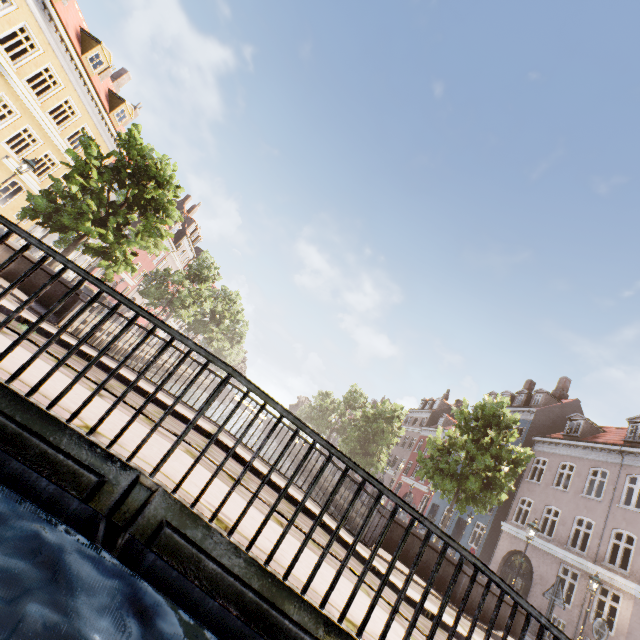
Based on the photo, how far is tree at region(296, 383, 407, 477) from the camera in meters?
27.6

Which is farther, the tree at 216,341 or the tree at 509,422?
the tree at 216,341

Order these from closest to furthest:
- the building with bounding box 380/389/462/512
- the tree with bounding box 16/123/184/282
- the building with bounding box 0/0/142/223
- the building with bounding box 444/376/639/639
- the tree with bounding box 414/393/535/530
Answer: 1. the tree with bounding box 16/123/184/282
2. the tree with bounding box 414/393/535/530
3. the building with bounding box 444/376/639/639
4. the building with bounding box 0/0/142/223
5. the building with bounding box 380/389/462/512

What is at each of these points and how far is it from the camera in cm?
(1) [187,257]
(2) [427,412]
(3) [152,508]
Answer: (1) building, 4569
(2) building, 4244
(3) bridge, 233

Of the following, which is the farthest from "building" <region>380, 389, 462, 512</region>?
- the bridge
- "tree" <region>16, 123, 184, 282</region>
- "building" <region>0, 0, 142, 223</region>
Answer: "building" <region>0, 0, 142, 223</region>

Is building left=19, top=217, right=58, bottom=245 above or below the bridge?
above

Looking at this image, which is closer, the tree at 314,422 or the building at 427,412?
the tree at 314,422
